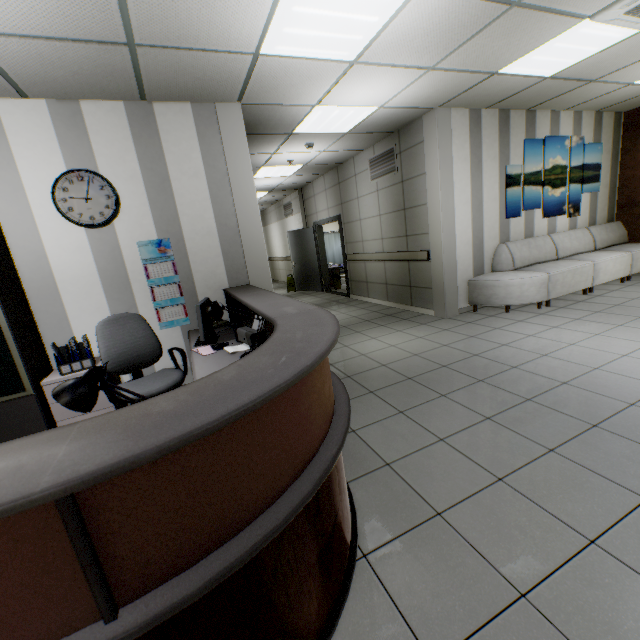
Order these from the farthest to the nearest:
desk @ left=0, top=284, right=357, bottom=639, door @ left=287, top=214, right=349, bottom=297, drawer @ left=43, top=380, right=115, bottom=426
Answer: door @ left=287, top=214, right=349, bottom=297 → drawer @ left=43, top=380, right=115, bottom=426 → desk @ left=0, top=284, right=357, bottom=639

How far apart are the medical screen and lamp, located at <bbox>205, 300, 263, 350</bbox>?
10.04m

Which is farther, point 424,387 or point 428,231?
point 428,231

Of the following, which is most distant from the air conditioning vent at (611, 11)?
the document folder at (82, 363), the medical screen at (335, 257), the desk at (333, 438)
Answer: the medical screen at (335, 257)

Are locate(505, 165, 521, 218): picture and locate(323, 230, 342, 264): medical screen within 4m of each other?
no

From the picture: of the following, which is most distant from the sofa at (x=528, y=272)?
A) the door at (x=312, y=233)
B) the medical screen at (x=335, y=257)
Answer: the medical screen at (x=335, y=257)

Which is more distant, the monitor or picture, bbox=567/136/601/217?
picture, bbox=567/136/601/217

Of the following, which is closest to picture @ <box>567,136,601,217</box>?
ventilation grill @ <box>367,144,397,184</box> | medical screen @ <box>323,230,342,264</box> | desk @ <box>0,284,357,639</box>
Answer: ventilation grill @ <box>367,144,397,184</box>
